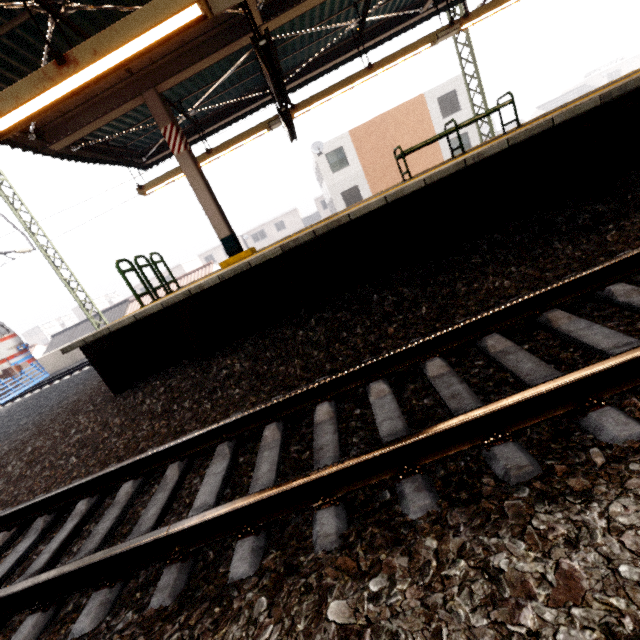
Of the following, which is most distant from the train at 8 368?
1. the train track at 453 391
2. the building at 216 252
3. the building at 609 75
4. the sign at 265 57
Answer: the building at 609 75

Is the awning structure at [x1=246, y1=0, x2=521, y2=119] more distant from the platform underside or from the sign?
the platform underside

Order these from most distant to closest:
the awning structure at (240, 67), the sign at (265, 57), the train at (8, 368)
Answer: the train at (8, 368)
the sign at (265, 57)
the awning structure at (240, 67)

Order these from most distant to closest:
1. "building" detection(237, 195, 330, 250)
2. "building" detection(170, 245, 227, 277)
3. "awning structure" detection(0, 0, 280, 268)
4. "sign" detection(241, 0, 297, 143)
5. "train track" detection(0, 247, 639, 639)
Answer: "building" detection(170, 245, 227, 277) < "building" detection(237, 195, 330, 250) < "sign" detection(241, 0, 297, 143) < "awning structure" detection(0, 0, 280, 268) < "train track" detection(0, 247, 639, 639)

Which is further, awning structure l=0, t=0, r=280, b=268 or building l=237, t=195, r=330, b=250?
building l=237, t=195, r=330, b=250

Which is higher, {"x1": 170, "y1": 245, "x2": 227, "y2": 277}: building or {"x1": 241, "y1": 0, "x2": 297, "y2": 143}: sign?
{"x1": 241, "y1": 0, "x2": 297, "y2": 143}: sign

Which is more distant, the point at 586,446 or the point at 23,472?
the point at 23,472

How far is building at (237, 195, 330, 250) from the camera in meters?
50.0
